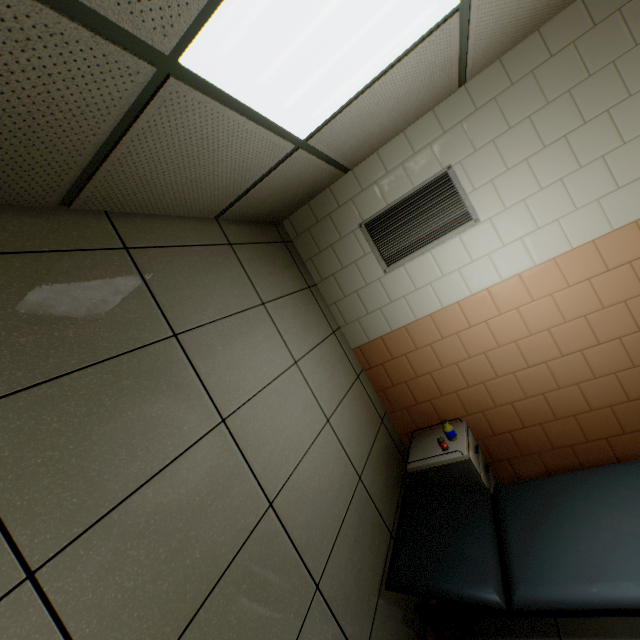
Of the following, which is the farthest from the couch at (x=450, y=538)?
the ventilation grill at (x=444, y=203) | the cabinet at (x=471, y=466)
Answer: the ventilation grill at (x=444, y=203)

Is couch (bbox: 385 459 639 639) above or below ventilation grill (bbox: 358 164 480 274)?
below

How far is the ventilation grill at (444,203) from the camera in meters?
2.6 m

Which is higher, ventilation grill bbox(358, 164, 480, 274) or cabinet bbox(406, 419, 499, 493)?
ventilation grill bbox(358, 164, 480, 274)

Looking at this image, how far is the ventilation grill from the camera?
2.6m

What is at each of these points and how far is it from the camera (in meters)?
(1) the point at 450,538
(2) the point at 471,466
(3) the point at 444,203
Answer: (1) couch, 1.91
(2) cabinet, 2.43
(3) ventilation grill, 2.60

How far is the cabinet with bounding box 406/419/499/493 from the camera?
2.5m

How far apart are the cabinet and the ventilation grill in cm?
155
